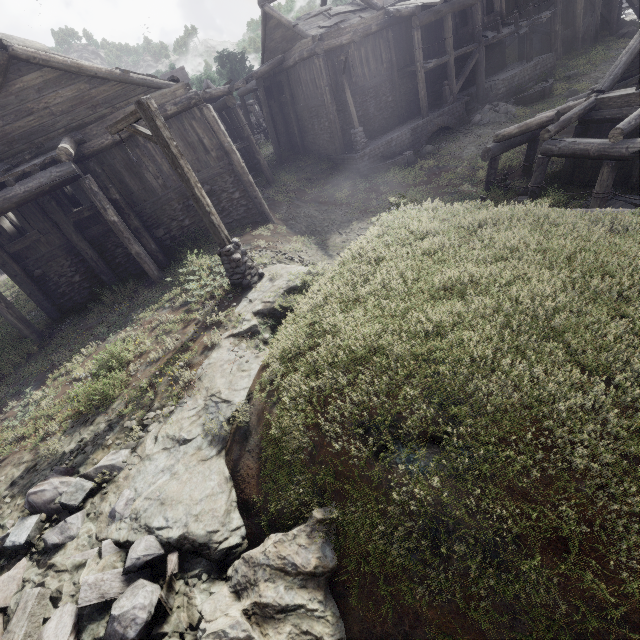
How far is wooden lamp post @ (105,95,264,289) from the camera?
7.1 meters

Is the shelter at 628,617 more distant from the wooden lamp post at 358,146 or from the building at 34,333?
the wooden lamp post at 358,146

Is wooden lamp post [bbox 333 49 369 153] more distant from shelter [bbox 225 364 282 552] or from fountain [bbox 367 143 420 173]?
shelter [bbox 225 364 282 552]

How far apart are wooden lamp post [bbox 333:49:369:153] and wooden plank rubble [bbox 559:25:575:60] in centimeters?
1838cm

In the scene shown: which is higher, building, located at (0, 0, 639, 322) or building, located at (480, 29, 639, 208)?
building, located at (0, 0, 639, 322)

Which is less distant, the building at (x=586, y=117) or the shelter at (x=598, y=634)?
the shelter at (x=598, y=634)

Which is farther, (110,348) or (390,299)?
(110,348)

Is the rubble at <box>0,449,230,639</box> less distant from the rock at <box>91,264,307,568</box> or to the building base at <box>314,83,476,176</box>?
the rock at <box>91,264,307,568</box>
